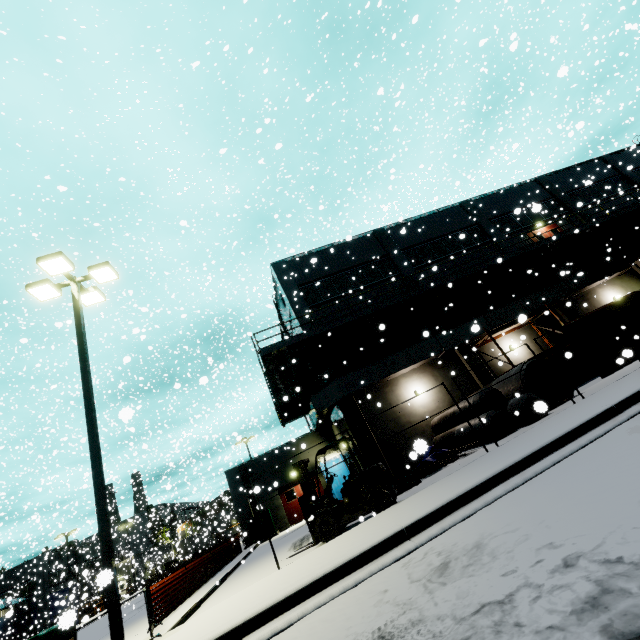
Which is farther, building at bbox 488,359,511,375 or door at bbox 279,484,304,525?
door at bbox 279,484,304,525

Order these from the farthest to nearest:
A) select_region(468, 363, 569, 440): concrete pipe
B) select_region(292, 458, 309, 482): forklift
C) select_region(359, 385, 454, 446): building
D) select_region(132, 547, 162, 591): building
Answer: select_region(132, 547, 162, 591): building < select_region(359, 385, 454, 446): building < select_region(468, 363, 569, 440): concrete pipe < select_region(292, 458, 309, 482): forklift

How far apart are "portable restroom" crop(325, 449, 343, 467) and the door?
0.77m

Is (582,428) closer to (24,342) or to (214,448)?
(24,342)

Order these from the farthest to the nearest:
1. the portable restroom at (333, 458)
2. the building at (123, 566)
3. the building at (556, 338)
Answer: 1. the building at (123, 566)
2. the portable restroom at (333, 458)
3. the building at (556, 338)

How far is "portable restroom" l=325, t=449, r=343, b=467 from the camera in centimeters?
2170cm

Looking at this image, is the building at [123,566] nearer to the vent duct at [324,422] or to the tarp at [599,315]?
the vent duct at [324,422]

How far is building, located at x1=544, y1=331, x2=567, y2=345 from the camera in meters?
20.1
